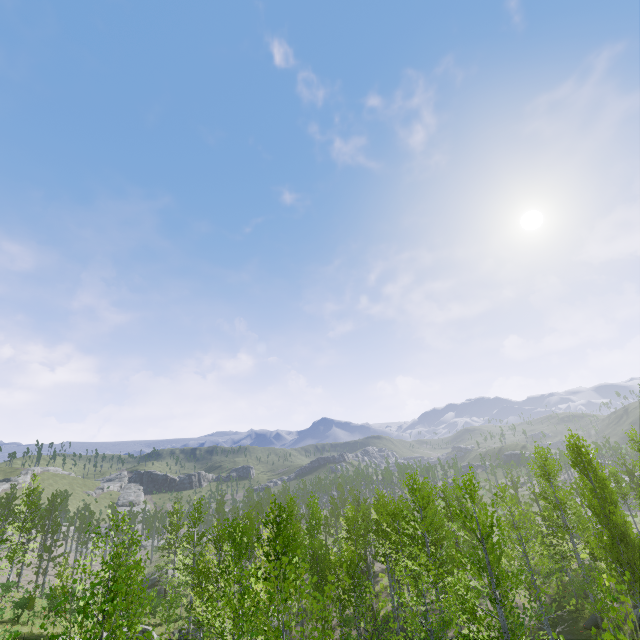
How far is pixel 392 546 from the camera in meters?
22.2 m
